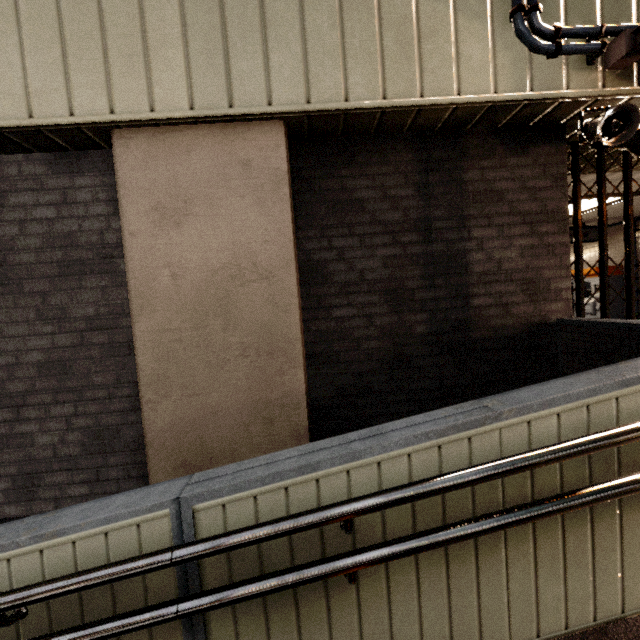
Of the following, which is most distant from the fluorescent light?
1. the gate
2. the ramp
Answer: the ramp

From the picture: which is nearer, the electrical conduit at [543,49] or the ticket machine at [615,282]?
the electrical conduit at [543,49]

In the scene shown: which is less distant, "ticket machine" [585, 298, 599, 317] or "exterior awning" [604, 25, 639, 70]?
"exterior awning" [604, 25, 639, 70]

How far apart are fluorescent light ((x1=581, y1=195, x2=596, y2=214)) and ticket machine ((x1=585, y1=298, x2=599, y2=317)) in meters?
2.1

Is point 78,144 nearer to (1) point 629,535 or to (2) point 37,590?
(2) point 37,590

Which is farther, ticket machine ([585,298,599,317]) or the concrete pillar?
ticket machine ([585,298,599,317])

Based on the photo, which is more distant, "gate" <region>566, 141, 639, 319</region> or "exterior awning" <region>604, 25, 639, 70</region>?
"gate" <region>566, 141, 639, 319</region>

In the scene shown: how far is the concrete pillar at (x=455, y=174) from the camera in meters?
2.6
